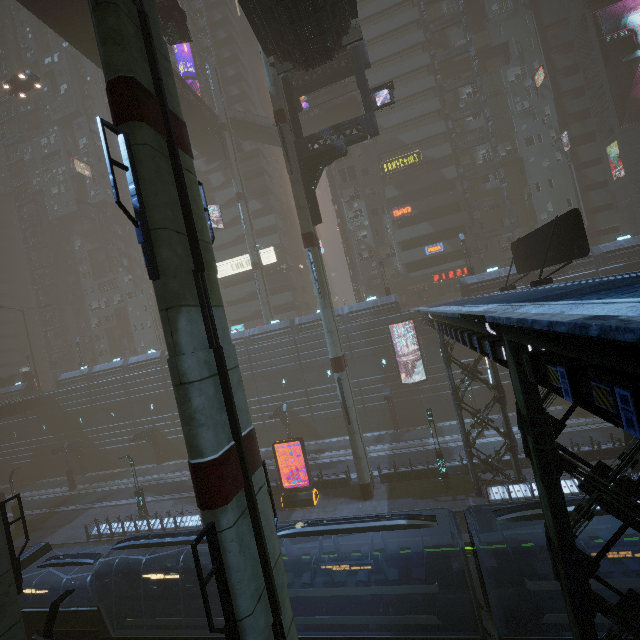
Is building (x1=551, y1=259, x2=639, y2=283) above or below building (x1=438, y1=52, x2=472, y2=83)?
below

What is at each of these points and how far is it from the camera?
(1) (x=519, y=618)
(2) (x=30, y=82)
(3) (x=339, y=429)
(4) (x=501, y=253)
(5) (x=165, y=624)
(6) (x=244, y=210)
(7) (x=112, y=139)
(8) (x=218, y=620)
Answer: (1) train, 10.9m
(2) car, 37.2m
(3) building, 35.7m
(4) building, 42.6m
(5) train, 12.8m
(6) sm, 40.2m
(7) building, 57.9m
(8) train, 12.3m

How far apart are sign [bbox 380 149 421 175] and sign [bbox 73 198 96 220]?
48.3 meters

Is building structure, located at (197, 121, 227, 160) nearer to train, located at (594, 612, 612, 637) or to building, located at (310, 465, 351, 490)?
building, located at (310, 465, 351, 490)

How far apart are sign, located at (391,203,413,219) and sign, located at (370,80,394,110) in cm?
2017

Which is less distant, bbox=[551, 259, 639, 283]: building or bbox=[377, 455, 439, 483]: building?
bbox=[377, 455, 439, 483]: building

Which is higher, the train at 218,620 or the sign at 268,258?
the sign at 268,258

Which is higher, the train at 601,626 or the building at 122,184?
the building at 122,184
